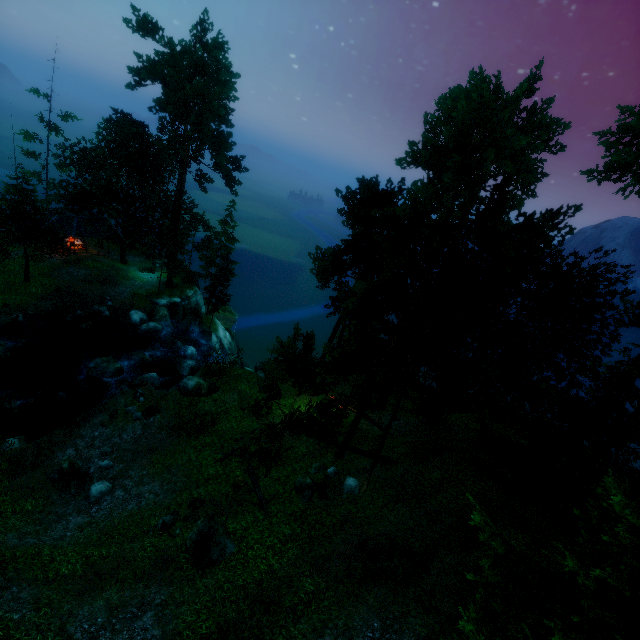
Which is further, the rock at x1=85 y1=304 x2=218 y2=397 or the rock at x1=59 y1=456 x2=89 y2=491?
the rock at x1=85 y1=304 x2=218 y2=397

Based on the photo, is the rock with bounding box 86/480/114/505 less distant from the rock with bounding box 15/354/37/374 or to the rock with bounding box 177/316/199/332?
the rock with bounding box 15/354/37/374

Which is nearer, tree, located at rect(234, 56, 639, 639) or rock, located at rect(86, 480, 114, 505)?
tree, located at rect(234, 56, 639, 639)

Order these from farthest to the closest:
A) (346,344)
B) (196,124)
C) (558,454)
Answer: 1. (346,344)
2. (196,124)
3. (558,454)

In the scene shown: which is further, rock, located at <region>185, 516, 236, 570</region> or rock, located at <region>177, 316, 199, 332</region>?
rock, located at <region>177, 316, 199, 332</region>

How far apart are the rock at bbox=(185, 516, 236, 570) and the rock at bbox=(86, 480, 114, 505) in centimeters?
591cm

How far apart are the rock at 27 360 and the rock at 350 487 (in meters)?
24.15

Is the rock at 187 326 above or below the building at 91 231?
below
